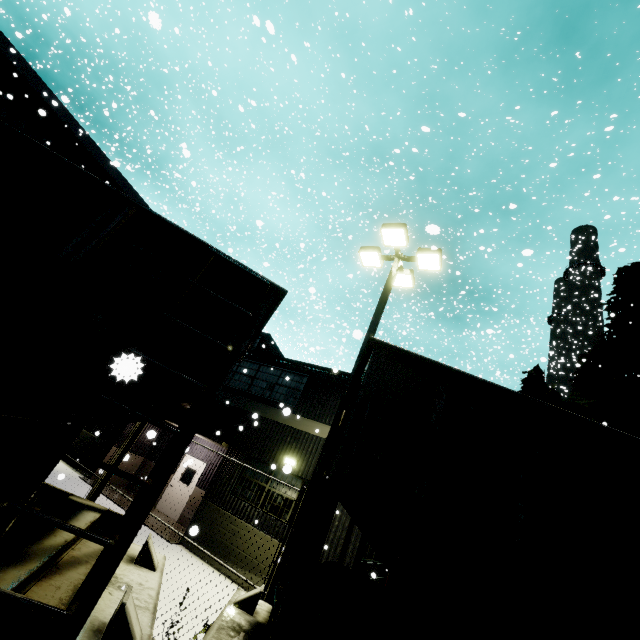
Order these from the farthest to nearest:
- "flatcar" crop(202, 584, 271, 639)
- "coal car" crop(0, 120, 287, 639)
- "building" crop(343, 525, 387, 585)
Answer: "building" crop(343, 525, 387, 585), "flatcar" crop(202, 584, 271, 639), "coal car" crop(0, 120, 287, 639)

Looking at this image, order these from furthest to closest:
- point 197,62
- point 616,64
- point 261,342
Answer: point 197,62, point 261,342, point 616,64

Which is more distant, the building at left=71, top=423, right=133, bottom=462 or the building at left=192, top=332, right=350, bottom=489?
the building at left=71, top=423, right=133, bottom=462

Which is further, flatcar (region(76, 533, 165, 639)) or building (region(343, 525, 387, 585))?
building (region(343, 525, 387, 585))

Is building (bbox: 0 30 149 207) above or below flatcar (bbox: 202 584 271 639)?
above

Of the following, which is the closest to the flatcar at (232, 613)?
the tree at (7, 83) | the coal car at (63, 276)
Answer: the coal car at (63, 276)

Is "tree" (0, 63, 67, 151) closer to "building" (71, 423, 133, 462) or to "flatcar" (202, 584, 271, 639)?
"building" (71, 423, 133, 462)

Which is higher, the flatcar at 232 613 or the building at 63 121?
the building at 63 121
